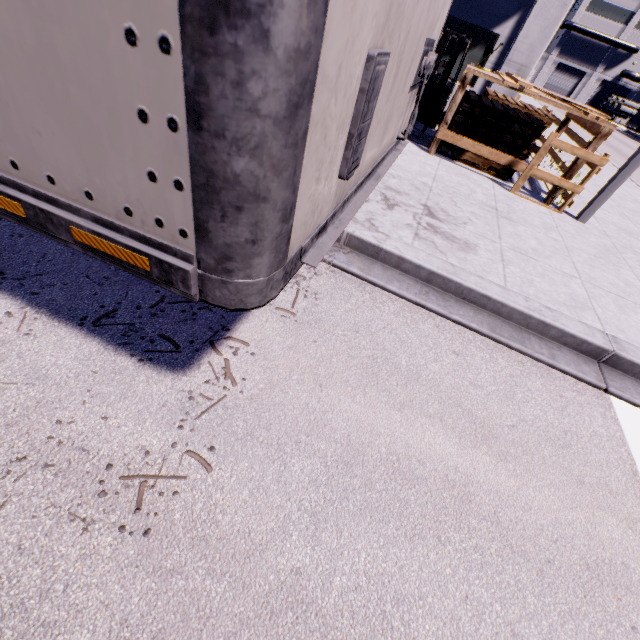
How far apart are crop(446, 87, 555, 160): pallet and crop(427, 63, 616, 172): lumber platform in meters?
0.2 m

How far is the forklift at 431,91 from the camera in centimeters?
856cm

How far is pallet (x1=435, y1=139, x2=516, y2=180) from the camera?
7.2 meters

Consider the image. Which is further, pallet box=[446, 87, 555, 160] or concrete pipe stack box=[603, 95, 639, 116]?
concrete pipe stack box=[603, 95, 639, 116]

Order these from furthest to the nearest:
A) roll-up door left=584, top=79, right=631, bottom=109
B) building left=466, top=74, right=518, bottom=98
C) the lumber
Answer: roll-up door left=584, top=79, right=631, bottom=109 < building left=466, top=74, right=518, bottom=98 < the lumber

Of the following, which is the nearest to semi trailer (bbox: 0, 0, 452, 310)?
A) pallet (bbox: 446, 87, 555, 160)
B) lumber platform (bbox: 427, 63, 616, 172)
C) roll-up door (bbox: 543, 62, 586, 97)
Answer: roll-up door (bbox: 543, 62, 586, 97)

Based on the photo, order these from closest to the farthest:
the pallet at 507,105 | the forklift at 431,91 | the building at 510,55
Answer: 1. the pallet at 507,105
2. the forklift at 431,91
3. the building at 510,55

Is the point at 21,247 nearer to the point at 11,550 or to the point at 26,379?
the point at 26,379
